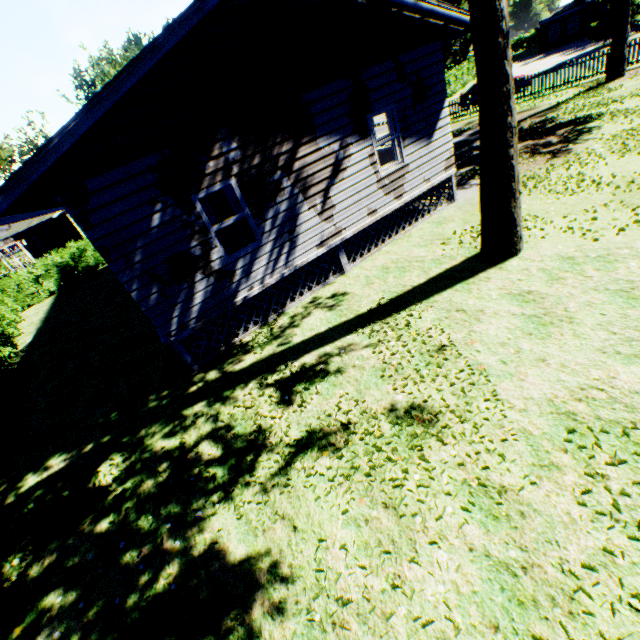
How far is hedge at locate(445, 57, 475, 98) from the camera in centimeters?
3653cm

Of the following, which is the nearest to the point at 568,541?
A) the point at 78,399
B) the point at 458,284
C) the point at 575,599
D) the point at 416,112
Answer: the point at 575,599

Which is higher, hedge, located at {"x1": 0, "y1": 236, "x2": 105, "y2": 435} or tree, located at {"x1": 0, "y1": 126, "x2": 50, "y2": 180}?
tree, located at {"x1": 0, "y1": 126, "x2": 50, "y2": 180}

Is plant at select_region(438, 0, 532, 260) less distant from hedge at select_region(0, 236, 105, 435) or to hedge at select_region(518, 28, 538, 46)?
hedge at select_region(0, 236, 105, 435)

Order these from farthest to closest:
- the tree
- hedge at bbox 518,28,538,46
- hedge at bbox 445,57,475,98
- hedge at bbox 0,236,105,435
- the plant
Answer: hedge at bbox 518,28,538,46, the tree, hedge at bbox 445,57,475,98, hedge at bbox 0,236,105,435, the plant

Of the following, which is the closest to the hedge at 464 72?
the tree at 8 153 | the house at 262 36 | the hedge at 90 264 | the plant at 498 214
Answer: the house at 262 36

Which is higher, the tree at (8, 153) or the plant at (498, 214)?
the tree at (8, 153)

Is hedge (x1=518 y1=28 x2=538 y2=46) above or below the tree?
below
